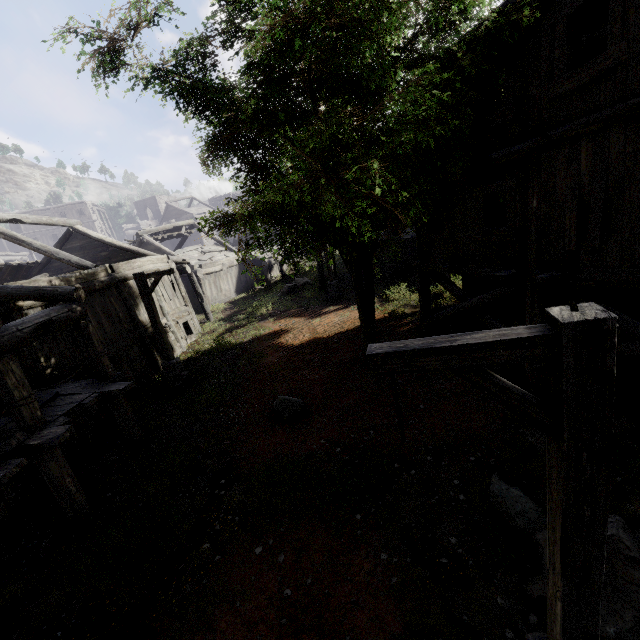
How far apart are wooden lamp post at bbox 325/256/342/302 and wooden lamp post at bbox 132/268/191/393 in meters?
8.3 m

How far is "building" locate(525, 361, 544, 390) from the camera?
8.1m

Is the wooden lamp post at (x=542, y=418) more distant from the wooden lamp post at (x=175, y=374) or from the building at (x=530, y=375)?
→ the wooden lamp post at (x=175, y=374)

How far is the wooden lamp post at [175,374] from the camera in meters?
11.8 m

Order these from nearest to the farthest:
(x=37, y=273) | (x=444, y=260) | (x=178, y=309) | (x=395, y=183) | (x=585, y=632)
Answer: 1. (x=585, y=632)
2. (x=395, y=183)
3. (x=444, y=260)
4. (x=178, y=309)
5. (x=37, y=273)

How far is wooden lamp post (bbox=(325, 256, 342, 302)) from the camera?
19.3m

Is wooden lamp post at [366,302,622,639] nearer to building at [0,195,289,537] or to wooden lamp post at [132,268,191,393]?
building at [0,195,289,537]
